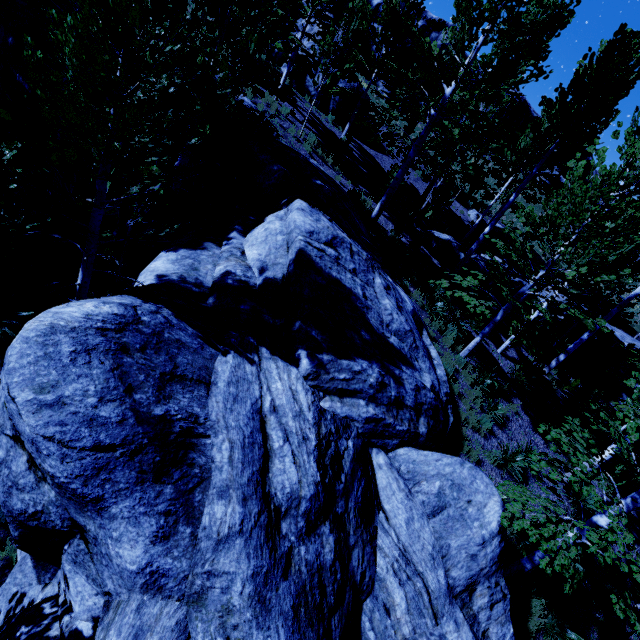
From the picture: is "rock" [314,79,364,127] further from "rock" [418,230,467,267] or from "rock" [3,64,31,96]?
"rock" [418,230,467,267]

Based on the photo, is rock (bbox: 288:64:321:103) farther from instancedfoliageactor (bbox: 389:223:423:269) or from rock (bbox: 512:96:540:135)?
rock (bbox: 512:96:540:135)

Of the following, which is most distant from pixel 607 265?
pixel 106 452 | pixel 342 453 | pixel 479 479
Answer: pixel 106 452

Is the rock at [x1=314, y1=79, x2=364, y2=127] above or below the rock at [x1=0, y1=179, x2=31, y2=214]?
above

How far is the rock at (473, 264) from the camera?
15.6m

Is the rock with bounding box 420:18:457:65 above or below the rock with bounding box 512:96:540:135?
above

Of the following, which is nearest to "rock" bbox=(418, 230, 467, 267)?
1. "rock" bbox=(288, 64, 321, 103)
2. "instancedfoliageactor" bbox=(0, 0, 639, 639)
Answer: "instancedfoliageactor" bbox=(0, 0, 639, 639)
